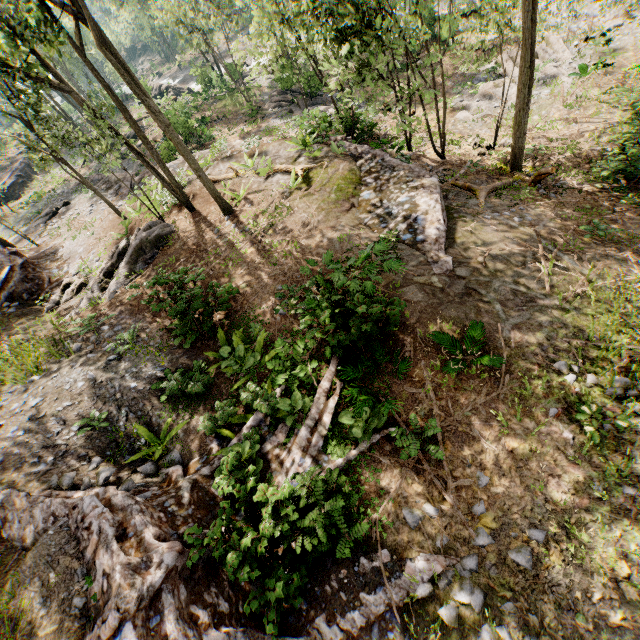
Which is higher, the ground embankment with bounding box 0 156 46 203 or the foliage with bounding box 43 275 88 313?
the foliage with bounding box 43 275 88 313

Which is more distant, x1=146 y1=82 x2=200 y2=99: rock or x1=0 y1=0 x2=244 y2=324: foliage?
x1=146 y1=82 x2=200 y2=99: rock

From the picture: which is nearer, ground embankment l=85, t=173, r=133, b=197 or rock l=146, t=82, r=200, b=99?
ground embankment l=85, t=173, r=133, b=197

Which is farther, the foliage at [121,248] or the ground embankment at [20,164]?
the ground embankment at [20,164]

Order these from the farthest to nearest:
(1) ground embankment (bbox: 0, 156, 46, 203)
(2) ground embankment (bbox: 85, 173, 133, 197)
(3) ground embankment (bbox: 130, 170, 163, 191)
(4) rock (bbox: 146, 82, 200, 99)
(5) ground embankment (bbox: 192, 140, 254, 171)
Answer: (4) rock (bbox: 146, 82, 200, 99) < (1) ground embankment (bbox: 0, 156, 46, 203) < (2) ground embankment (bbox: 85, 173, 133, 197) < (3) ground embankment (bbox: 130, 170, 163, 191) < (5) ground embankment (bbox: 192, 140, 254, 171)

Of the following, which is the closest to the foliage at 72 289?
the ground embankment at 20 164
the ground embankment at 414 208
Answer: the ground embankment at 414 208

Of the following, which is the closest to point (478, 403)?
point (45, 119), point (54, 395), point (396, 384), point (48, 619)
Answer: point (396, 384)

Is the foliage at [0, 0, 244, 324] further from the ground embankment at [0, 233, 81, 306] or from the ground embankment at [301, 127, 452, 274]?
the ground embankment at [301, 127, 452, 274]
